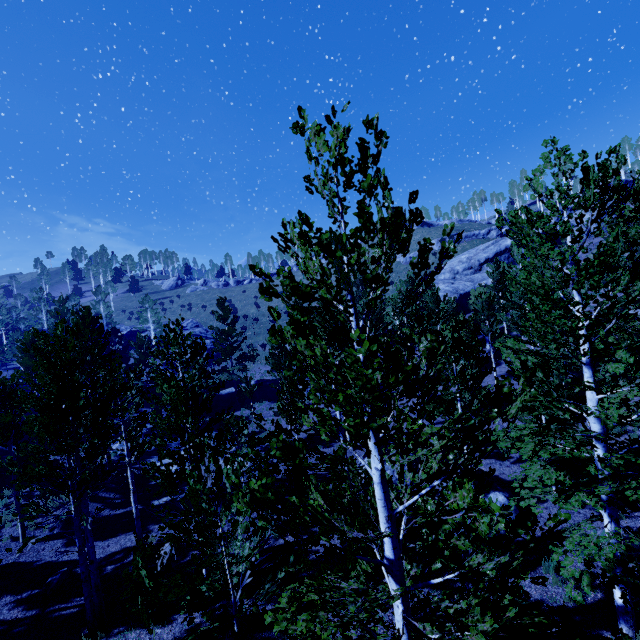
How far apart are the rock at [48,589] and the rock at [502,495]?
15.0m

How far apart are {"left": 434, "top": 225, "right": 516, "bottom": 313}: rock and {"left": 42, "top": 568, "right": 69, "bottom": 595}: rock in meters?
47.2 m

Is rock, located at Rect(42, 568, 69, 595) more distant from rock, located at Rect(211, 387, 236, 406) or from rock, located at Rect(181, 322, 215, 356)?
rock, located at Rect(181, 322, 215, 356)

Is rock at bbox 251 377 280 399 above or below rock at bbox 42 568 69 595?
above

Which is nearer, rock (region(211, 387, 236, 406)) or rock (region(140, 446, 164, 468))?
rock (region(140, 446, 164, 468))

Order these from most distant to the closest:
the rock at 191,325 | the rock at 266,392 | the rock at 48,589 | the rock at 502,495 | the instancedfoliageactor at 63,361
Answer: the rock at 191,325, the rock at 266,392, the rock at 502,495, the rock at 48,589, the instancedfoliageactor at 63,361

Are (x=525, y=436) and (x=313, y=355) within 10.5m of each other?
yes

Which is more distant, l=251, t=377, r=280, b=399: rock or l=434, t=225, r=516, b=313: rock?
l=434, t=225, r=516, b=313: rock
